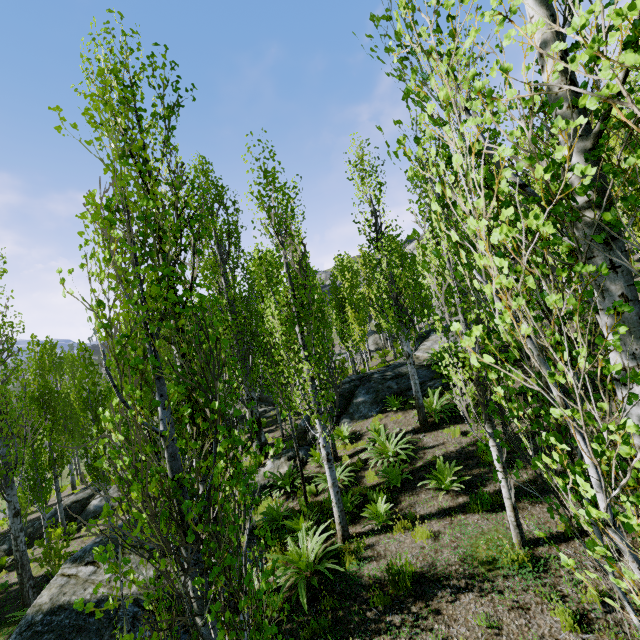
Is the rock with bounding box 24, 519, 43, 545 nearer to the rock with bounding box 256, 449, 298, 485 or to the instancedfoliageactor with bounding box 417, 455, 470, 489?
the instancedfoliageactor with bounding box 417, 455, 470, 489

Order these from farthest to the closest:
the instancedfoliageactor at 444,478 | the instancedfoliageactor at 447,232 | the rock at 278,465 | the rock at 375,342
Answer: the rock at 375,342 < the rock at 278,465 < the instancedfoliageactor at 444,478 < the instancedfoliageactor at 447,232

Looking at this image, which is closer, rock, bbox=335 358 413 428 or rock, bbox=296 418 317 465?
rock, bbox=296 418 317 465

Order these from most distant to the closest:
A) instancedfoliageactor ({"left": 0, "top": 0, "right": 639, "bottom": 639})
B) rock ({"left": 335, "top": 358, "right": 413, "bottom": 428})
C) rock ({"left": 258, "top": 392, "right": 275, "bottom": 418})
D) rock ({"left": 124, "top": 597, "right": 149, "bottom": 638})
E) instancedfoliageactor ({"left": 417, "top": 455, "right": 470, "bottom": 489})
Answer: rock ({"left": 258, "top": 392, "right": 275, "bottom": 418}), rock ({"left": 335, "top": 358, "right": 413, "bottom": 428}), instancedfoliageactor ({"left": 417, "top": 455, "right": 470, "bottom": 489}), rock ({"left": 124, "top": 597, "right": 149, "bottom": 638}), instancedfoliageactor ({"left": 0, "top": 0, "right": 639, "bottom": 639})

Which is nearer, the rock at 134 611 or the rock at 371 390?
the rock at 134 611

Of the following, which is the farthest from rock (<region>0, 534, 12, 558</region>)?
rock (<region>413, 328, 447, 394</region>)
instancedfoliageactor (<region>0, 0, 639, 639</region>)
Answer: rock (<region>413, 328, 447, 394</region>)

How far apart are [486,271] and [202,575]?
3.4 meters

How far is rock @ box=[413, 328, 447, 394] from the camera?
13.6m
